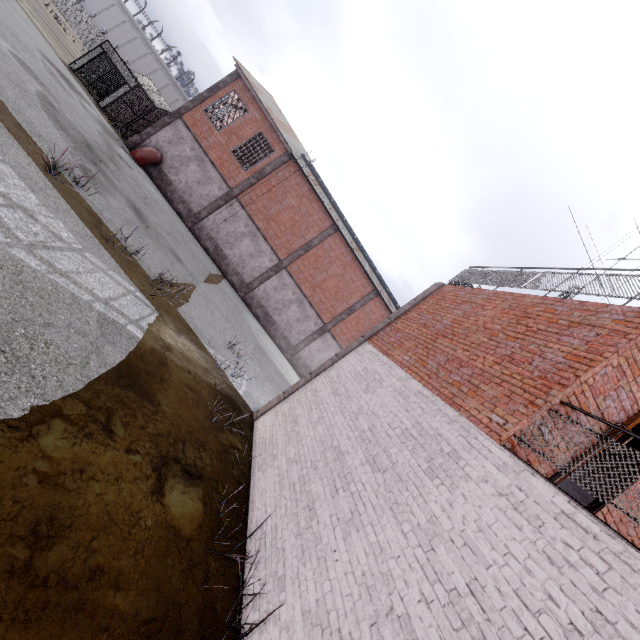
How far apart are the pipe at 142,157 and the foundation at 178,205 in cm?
5

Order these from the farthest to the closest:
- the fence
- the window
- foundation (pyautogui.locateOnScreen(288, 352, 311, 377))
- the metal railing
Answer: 1. the fence
2. foundation (pyautogui.locateOnScreen(288, 352, 311, 377))
3. the window
4. the metal railing

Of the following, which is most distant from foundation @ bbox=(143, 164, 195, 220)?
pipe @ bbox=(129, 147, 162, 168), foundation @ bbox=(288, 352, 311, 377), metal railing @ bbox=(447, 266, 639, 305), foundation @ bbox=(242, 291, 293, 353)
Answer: metal railing @ bbox=(447, 266, 639, 305)

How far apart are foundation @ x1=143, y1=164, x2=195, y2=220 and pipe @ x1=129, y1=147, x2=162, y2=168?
0.05m

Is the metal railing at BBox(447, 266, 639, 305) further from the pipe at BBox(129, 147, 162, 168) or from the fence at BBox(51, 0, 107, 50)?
the pipe at BBox(129, 147, 162, 168)

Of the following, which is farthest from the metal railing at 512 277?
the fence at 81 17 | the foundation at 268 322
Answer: the foundation at 268 322

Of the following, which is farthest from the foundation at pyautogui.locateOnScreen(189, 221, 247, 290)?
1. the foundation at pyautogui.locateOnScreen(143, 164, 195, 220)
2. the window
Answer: the window

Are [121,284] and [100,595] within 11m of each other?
yes
